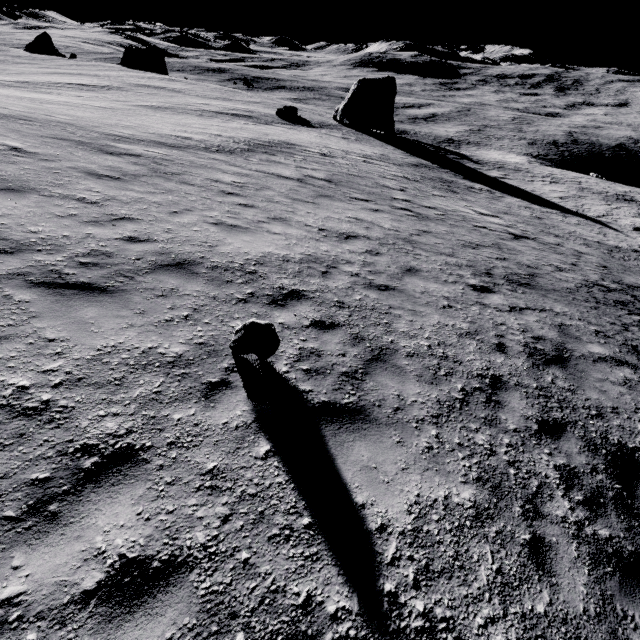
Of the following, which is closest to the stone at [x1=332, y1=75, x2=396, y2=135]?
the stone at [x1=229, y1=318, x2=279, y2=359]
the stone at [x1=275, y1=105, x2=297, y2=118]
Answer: the stone at [x1=275, y1=105, x2=297, y2=118]

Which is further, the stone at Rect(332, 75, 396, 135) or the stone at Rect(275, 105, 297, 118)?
the stone at Rect(332, 75, 396, 135)

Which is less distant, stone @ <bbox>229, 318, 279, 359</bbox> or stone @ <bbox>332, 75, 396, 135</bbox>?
stone @ <bbox>229, 318, 279, 359</bbox>

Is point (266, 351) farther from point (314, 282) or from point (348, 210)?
point (348, 210)

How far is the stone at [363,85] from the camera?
39.7 meters

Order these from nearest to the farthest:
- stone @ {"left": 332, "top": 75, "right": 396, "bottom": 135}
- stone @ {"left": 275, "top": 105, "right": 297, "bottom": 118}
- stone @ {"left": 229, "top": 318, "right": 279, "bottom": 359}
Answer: stone @ {"left": 229, "top": 318, "right": 279, "bottom": 359} → stone @ {"left": 275, "top": 105, "right": 297, "bottom": 118} → stone @ {"left": 332, "top": 75, "right": 396, "bottom": 135}

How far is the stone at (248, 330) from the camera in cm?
432
